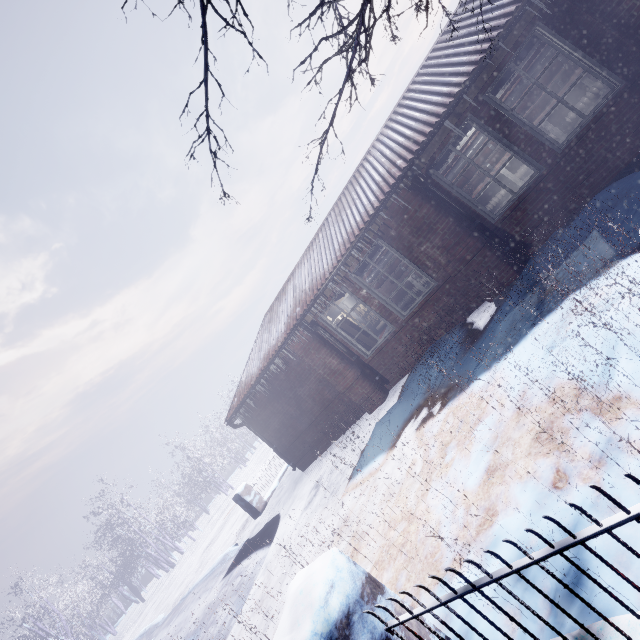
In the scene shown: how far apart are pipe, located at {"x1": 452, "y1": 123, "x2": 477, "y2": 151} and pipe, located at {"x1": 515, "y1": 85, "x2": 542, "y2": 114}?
0.49m

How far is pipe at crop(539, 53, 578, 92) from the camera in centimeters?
617cm

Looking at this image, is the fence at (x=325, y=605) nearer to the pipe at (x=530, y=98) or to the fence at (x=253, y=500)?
the fence at (x=253, y=500)

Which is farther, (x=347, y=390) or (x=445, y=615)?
(x=347, y=390)

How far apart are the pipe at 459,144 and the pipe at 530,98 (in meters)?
0.49

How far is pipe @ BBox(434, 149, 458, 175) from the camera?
5.3m

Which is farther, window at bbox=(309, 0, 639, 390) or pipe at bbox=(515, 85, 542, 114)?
pipe at bbox=(515, 85, 542, 114)
